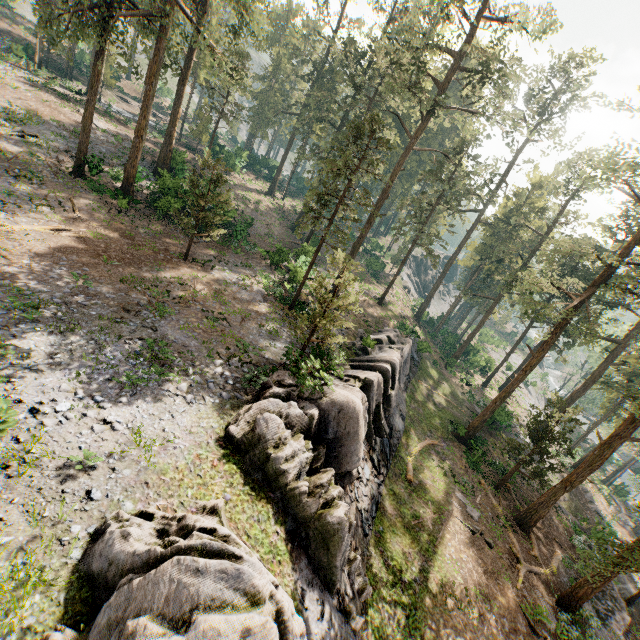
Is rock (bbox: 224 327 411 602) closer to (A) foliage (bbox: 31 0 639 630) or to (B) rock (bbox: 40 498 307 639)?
(B) rock (bbox: 40 498 307 639)

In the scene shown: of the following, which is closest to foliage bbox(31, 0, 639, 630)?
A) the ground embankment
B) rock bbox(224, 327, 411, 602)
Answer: the ground embankment

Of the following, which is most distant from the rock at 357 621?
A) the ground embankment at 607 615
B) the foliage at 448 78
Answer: the ground embankment at 607 615

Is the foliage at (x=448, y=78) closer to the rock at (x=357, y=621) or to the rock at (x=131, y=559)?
the rock at (x=131, y=559)

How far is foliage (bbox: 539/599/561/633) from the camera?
16.53m

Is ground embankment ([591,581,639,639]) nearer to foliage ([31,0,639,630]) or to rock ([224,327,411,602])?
foliage ([31,0,639,630])

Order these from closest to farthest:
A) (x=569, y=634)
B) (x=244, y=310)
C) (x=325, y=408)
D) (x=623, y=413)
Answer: (x=325, y=408) < (x=569, y=634) < (x=244, y=310) < (x=623, y=413)
